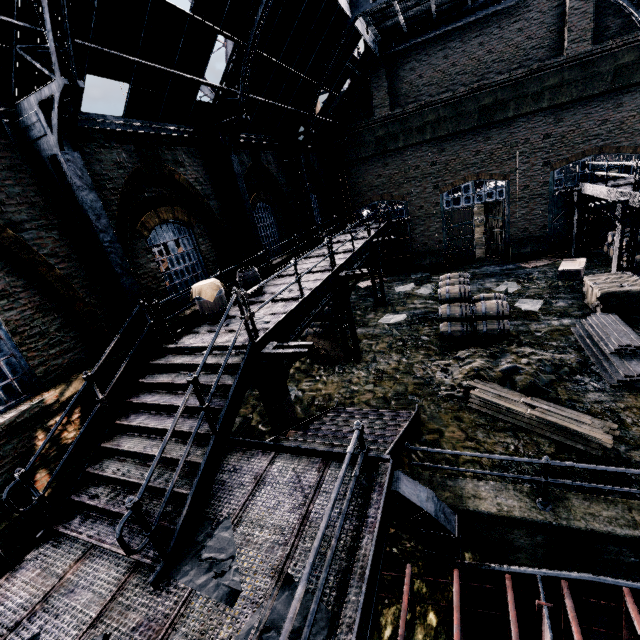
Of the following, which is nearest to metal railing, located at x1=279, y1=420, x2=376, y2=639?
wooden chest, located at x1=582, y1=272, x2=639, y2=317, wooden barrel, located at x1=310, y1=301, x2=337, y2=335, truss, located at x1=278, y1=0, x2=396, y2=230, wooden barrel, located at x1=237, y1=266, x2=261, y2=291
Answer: wooden barrel, located at x1=237, y1=266, x2=261, y2=291

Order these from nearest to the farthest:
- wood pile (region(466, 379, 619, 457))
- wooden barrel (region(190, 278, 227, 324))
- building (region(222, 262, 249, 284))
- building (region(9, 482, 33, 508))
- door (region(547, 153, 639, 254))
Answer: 1. building (region(9, 482, 33, 508))
2. wood pile (region(466, 379, 619, 457))
3. wooden barrel (region(190, 278, 227, 324))
4. building (region(222, 262, 249, 284))
5. door (region(547, 153, 639, 254))

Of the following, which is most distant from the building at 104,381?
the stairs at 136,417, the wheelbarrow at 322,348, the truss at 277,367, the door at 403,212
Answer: the truss at 277,367

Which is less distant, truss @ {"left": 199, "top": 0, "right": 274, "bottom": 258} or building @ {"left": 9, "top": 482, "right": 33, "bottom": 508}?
building @ {"left": 9, "top": 482, "right": 33, "bottom": 508}

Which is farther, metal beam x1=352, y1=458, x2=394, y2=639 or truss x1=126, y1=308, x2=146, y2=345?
truss x1=126, y1=308, x2=146, y2=345

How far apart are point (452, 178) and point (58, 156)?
20.2 meters

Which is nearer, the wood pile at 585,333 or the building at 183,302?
the wood pile at 585,333

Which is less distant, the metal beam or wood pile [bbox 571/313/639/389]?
the metal beam
